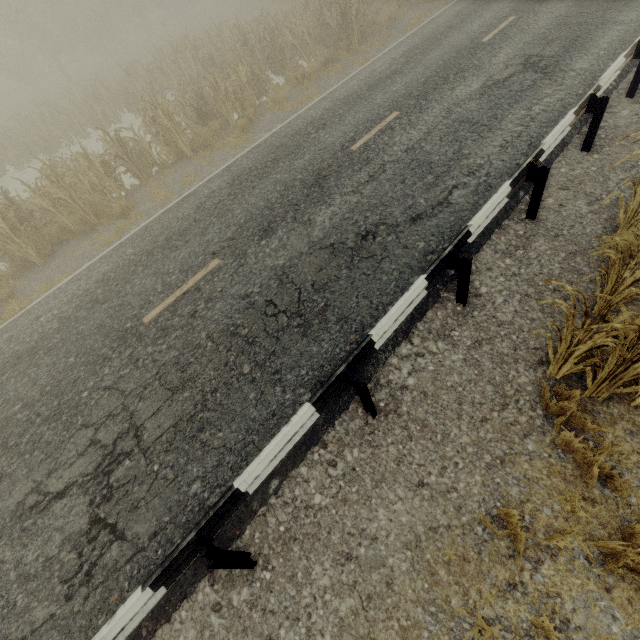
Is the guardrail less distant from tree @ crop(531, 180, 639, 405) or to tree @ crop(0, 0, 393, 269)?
tree @ crop(531, 180, 639, 405)

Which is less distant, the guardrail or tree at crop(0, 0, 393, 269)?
the guardrail

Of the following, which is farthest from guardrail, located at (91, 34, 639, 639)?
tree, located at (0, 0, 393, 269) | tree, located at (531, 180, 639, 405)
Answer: tree, located at (0, 0, 393, 269)

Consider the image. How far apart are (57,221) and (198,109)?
6.7 meters

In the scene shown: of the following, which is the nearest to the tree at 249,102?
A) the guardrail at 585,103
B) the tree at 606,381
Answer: the guardrail at 585,103
